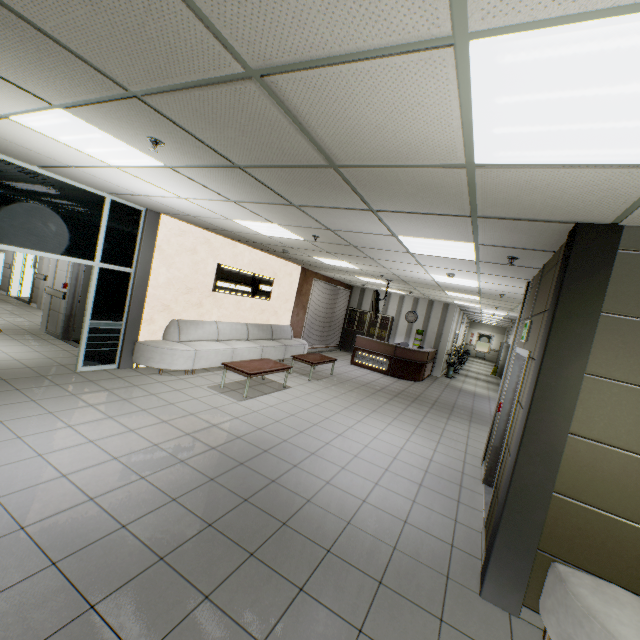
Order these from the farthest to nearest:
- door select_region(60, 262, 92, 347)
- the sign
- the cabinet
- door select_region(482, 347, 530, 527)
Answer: the cabinet, the sign, door select_region(60, 262, 92, 347), door select_region(482, 347, 530, 527)

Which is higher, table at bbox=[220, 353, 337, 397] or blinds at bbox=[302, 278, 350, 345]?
blinds at bbox=[302, 278, 350, 345]

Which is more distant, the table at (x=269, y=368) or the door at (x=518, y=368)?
the table at (x=269, y=368)

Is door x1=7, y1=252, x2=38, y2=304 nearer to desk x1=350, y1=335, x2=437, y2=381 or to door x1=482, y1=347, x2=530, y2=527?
desk x1=350, y1=335, x2=437, y2=381

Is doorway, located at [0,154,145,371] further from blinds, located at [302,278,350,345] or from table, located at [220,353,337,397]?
blinds, located at [302,278,350,345]

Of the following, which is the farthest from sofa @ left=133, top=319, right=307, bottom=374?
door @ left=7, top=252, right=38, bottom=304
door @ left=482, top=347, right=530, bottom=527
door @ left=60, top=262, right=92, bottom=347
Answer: door @ left=7, top=252, right=38, bottom=304

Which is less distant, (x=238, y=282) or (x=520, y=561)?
(x=520, y=561)

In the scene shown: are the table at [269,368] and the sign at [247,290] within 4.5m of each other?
yes
